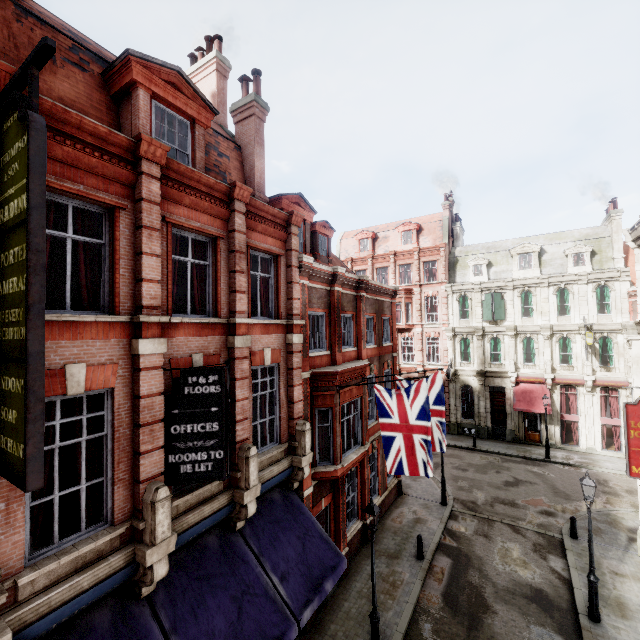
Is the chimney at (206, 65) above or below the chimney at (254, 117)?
above

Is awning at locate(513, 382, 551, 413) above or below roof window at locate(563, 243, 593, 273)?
below

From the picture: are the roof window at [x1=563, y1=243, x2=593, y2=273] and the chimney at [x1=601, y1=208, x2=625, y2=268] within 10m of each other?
yes

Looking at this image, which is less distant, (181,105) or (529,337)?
(181,105)

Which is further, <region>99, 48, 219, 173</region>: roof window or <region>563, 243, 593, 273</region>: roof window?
<region>563, 243, 593, 273</region>: roof window

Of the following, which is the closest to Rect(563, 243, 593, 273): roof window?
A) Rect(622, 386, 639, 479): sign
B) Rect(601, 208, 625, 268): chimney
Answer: Rect(601, 208, 625, 268): chimney

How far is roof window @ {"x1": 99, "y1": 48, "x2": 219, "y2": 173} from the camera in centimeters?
761cm

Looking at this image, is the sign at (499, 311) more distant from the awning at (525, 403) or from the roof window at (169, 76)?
the roof window at (169, 76)
